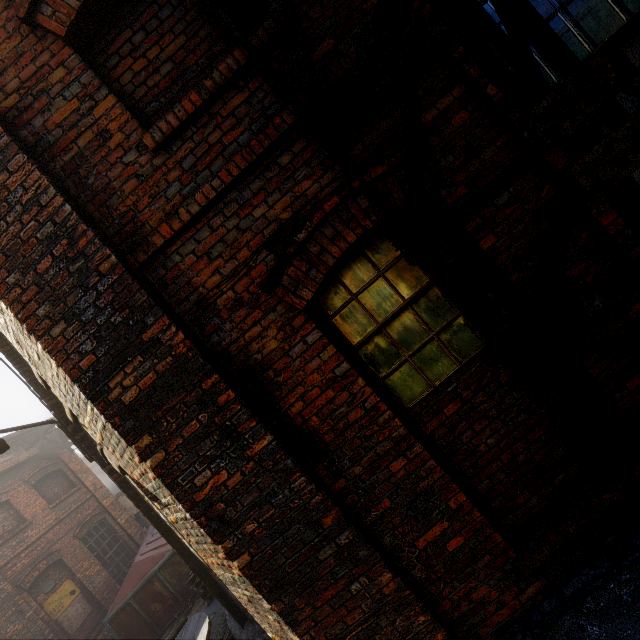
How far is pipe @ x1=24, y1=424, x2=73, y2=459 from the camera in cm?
1216

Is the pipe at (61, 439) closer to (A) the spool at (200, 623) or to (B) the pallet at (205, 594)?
(B) the pallet at (205, 594)

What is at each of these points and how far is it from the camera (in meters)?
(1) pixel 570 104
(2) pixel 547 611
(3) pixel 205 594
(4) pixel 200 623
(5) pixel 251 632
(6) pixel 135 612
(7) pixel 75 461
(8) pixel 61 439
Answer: (1) pipe, 1.36
(2) building, 2.30
(3) pallet, 6.39
(4) spool, 3.73
(5) building, 4.49
(6) trash container, 8.68
(7) building, 13.48
(8) pipe, 12.61

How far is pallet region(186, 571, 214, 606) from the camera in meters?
6.3

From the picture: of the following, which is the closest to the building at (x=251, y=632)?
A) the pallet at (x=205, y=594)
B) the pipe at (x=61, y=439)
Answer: the pallet at (x=205, y=594)

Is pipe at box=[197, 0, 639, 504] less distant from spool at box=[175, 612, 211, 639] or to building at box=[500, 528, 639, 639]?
building at box=[500, 528, 639, 639]

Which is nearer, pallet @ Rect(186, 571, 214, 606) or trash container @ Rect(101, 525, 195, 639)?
pallet @ Rect(186, 571, 214, 606)

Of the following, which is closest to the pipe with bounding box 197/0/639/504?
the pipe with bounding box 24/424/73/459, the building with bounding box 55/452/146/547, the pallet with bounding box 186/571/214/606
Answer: the pallet with bounding box 186/571/214/606
